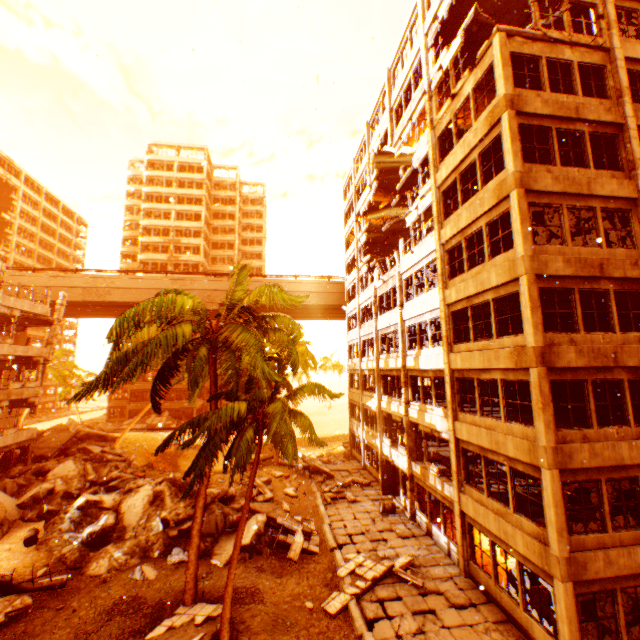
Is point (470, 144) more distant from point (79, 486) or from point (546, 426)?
point (79, 486)

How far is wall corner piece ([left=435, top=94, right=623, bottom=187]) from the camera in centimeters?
1148cm

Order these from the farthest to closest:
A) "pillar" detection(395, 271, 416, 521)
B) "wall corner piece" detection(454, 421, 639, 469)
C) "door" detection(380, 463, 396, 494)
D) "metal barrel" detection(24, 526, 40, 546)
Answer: "door" detection(380, 463, 396, 494), "pillar" detection(395, 271, 416, 521), "metal barrel" detection(24, 526, 40, 546), "wall corner piece" detection(454, 421, 639, 469)

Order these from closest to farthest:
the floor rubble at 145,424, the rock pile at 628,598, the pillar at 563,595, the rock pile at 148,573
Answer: the pillar at 563,595 < the rock pile at 628,598 < the rock pile at 148,573 < the floor rubble at 145,424

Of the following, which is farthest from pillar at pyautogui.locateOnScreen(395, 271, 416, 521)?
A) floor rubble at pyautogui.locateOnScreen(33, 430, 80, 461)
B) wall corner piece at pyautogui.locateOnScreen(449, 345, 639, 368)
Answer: floor rubble at pyautogui.locateOnScreen(33, 430, 80, 461)

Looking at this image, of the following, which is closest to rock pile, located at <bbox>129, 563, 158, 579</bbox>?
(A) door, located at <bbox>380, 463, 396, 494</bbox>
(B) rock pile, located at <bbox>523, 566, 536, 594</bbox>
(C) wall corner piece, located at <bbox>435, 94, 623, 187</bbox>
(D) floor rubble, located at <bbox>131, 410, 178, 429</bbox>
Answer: (D) floor rubble, located at <bbox>131, 410, 178, 429</bbox>

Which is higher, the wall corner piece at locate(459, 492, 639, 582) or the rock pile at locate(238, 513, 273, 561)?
the wall corner piece at locate(459, 492, 639, 582)

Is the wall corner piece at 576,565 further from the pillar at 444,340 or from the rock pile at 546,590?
the rock pile at 546,590
